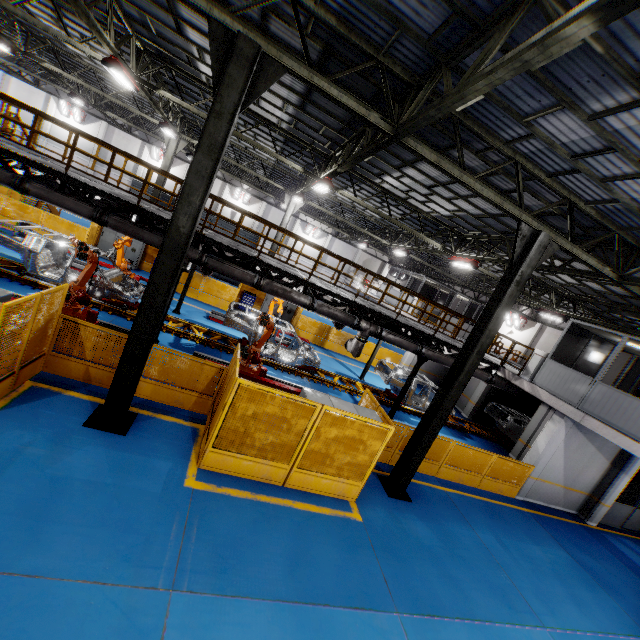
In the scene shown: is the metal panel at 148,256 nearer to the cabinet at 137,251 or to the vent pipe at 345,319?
the cabinet at 137,251

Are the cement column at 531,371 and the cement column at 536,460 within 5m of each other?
yes

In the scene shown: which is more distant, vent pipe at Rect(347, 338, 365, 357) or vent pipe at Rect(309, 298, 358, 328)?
vent pipe at Rect(347, 338, 365, 357)

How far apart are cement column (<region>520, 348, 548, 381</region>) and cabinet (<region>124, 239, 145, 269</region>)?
20.31m

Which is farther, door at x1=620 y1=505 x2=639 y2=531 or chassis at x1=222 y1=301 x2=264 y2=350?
door at x1=620 y1=505 x2=639 y2=531

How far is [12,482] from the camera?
Answer: 5.0m

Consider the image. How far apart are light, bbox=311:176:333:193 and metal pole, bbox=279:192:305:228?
7.42m

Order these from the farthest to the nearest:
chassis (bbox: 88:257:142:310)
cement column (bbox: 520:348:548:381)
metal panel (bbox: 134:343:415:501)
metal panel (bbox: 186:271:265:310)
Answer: metal panel (bbox: 186:271:265:310)
cement column (bbox: 520:348:548:381)
chassis (bbox: 88:257:142:310)
metal panel (bbox: 134:343:415:501)
